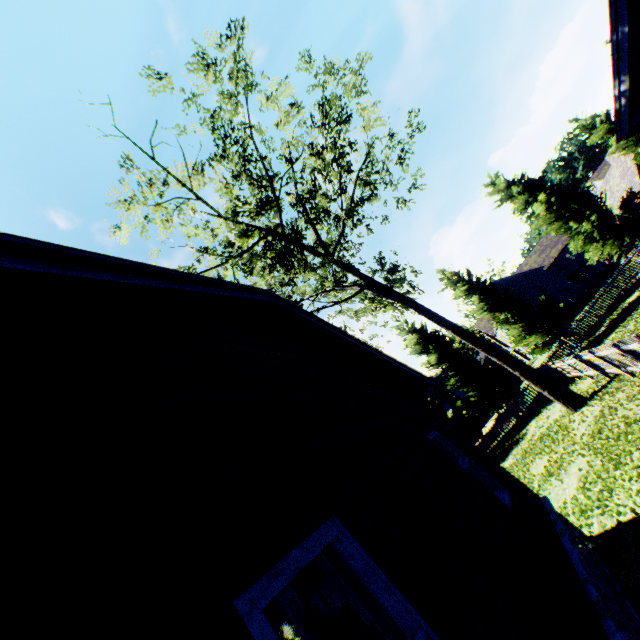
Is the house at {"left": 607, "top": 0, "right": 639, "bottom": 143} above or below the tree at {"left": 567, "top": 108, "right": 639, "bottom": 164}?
below

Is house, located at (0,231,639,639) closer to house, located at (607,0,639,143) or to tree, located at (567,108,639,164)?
tree, located at (567,108,639,164)

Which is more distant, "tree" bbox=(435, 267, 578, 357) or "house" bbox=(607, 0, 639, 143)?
"tree" bbox=(435, 267, 578, 357)

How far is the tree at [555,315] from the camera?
25.4 meters

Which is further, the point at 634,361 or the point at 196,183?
the point at 196,183

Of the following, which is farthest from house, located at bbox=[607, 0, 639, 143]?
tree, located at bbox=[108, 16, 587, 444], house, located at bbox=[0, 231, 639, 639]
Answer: tree, located at bbox=[108, 16, 587, 444]

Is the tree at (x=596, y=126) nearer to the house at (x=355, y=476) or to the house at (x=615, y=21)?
the house at (x=355, y=476)

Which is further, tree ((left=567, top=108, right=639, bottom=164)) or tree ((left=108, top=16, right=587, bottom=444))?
tree ((left=567, top=108, right=639, bottom=164))
